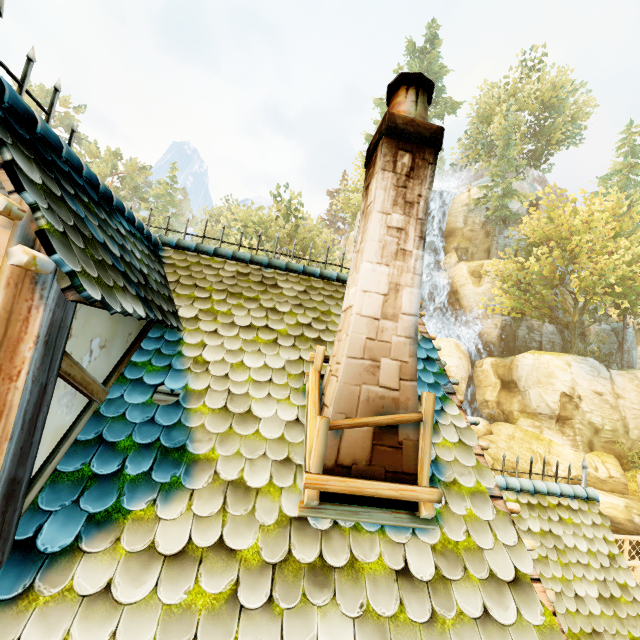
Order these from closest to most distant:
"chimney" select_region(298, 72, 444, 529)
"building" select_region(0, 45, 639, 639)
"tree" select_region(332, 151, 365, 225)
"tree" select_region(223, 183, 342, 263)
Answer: "building" select_region(0, 45, 639, 639) < "chimney" select_region(298, 72, 444, 529) < "tree" select_region(223, 183, 342, 263) < "tree" select_region(332, 151, 365, 225)

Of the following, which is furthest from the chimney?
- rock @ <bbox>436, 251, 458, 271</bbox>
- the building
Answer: rock @ <bbox>436, 251, 458, 271</bbox>

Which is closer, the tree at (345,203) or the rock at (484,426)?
the rock at (484,426)

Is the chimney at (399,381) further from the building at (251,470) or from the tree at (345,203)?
the tree at (345,203)

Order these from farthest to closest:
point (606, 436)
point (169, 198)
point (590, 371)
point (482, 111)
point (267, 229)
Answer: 1. point (169, 198)
2. point (482, 111)
3. point (267, 229)
4. point (590, 371)
5. point (606, 436)

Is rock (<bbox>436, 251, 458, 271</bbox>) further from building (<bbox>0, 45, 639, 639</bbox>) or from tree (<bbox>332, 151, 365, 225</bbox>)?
building (<bbox>0, 45, 639, 639</bbox>)

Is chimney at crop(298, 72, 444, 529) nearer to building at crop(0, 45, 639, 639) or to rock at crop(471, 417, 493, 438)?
building at crop(0, 45, 639, 639)
